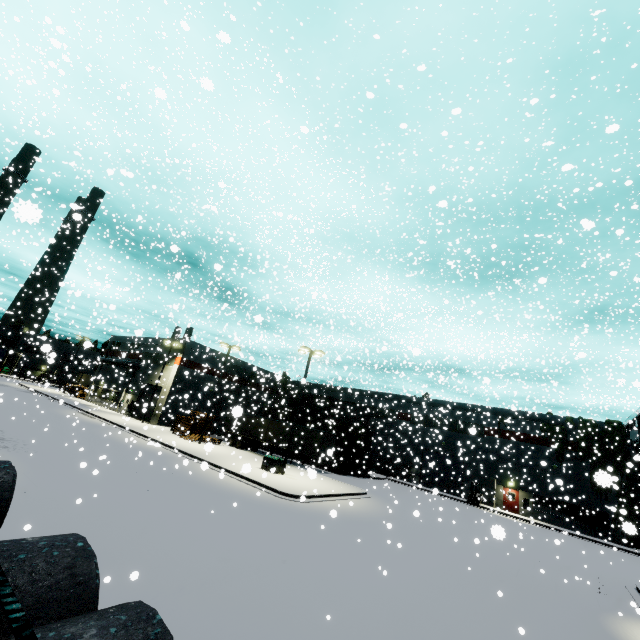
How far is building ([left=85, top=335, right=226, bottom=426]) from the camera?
38.8m

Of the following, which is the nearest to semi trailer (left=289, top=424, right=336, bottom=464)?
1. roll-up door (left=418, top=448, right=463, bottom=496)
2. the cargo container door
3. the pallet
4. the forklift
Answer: the pallet

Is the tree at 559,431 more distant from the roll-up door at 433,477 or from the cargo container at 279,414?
the cargo container at 279,414

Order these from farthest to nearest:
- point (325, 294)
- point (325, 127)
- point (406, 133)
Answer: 1. point (325, 127)
2. point (406, 133)
3. point (325, 294)

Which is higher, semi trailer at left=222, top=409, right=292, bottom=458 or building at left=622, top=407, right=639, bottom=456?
building at left=622, top=407, right=639, bottom=456

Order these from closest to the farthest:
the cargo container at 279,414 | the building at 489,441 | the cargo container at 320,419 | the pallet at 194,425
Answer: the building at 489,441
the pallet at 194,425
the cargo container at 320,419
the cargo container at 279,414

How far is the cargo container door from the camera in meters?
35.5 m

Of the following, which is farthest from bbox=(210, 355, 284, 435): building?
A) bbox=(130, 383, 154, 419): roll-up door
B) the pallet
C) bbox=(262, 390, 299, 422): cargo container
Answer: bbox=(262, 390, 299, 422): cargo container
